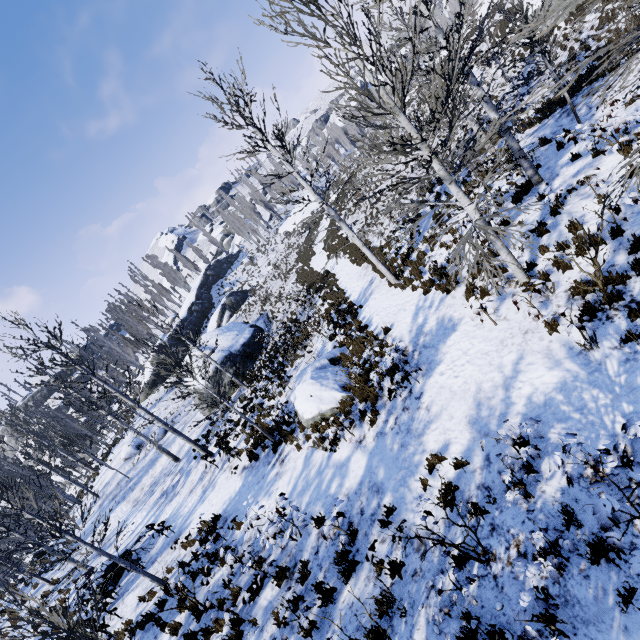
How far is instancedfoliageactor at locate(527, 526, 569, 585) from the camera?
3.8 meters

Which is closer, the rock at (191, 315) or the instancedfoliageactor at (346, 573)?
the instancedfoliageactor at (346, 573)

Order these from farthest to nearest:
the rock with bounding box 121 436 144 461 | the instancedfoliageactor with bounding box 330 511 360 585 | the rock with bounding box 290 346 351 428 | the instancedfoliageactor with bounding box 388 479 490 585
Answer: the rock with bounding box 121 436 144 461, the rock with bounding box 290 346 351 428, the instancedfoliageactor with bounding box 330 511 360 585, the instancedfoliageactor with bounding box 388 479 490 585

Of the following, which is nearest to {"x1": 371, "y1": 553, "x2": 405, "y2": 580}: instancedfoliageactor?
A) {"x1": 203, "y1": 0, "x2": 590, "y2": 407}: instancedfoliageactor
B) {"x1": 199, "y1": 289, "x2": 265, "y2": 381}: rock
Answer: {"x1": 199, "y1": 289, "x2": 265, "y2": 381}: rock

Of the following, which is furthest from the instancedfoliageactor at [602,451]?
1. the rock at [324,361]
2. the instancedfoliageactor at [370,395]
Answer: the instancedfoliageactor at [370,395]

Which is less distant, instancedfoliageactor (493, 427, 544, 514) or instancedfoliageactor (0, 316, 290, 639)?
instancedfoliageactor (493, 427, 544, 514)

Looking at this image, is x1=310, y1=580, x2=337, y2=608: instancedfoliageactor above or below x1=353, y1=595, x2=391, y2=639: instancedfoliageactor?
below

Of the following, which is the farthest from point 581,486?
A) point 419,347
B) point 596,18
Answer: point 596,18
